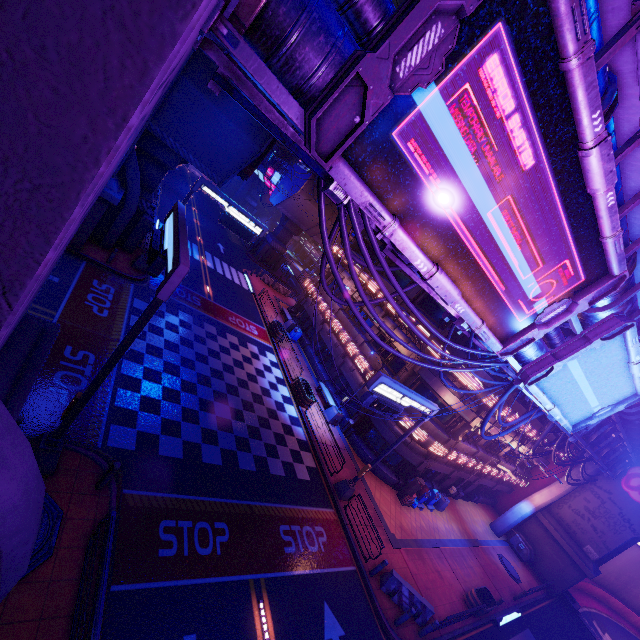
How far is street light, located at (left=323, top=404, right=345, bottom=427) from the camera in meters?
23.0 m

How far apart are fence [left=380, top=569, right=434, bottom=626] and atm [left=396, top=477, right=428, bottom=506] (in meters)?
6.53

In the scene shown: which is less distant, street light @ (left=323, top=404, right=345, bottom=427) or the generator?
street light @ (left=323, top=404, right=345, bottom=427)

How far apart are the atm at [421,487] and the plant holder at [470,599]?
5.0 meters

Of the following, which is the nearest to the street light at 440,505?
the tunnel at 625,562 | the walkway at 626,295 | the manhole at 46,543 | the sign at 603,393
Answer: the walkway at 626,295

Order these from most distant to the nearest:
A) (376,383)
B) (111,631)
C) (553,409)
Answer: (376,383) < (553,409) < (111,631)

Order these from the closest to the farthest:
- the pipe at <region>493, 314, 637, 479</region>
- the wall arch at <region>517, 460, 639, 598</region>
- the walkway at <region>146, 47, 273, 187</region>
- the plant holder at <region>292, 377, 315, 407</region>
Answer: the pipe at <region>493, 314, 637, 479</region>
the walkway at <region>146, 47, 273, 187</region>
the plant holder at <region>292, 377, 315, 407</region>
the wall arch at <region>517, 460, 639, 598</region>

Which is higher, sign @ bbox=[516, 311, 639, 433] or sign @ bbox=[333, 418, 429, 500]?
sign @ bbox=[516, 311, 639, 433]
